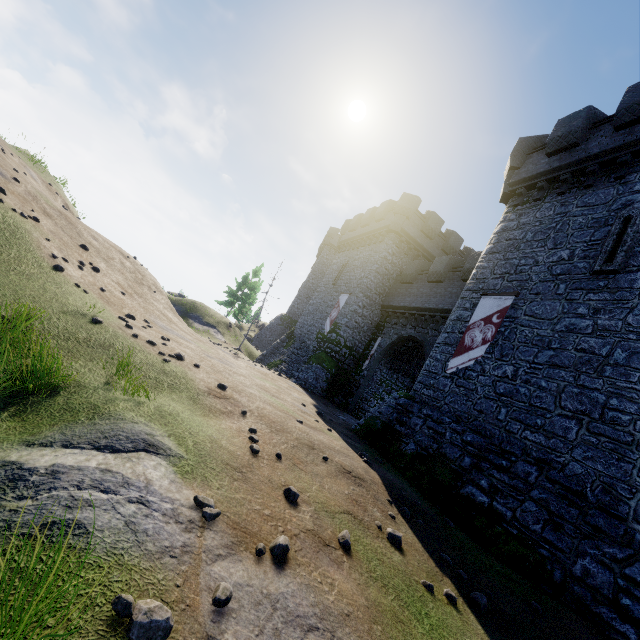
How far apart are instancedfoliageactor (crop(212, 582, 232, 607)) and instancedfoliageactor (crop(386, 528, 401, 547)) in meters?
3.9

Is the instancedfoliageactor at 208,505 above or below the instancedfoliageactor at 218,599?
above

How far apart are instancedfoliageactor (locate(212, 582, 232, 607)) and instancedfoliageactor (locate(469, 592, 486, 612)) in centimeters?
496cm

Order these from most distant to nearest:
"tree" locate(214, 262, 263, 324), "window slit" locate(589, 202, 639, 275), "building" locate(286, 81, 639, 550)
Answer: "tree" locate(214, 262, 263, 324) → "window slit" locate(589, 202, 639, 275) → "building" locate(286, 81, 639, 550)

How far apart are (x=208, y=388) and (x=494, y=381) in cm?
983

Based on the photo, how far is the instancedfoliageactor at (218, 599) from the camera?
3.06m

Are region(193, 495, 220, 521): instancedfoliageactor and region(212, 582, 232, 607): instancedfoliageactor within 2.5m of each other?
yes

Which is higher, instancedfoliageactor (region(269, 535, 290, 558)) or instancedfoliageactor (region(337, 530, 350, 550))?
instancedfoliageactor (region(337, 530, 350, 550))
